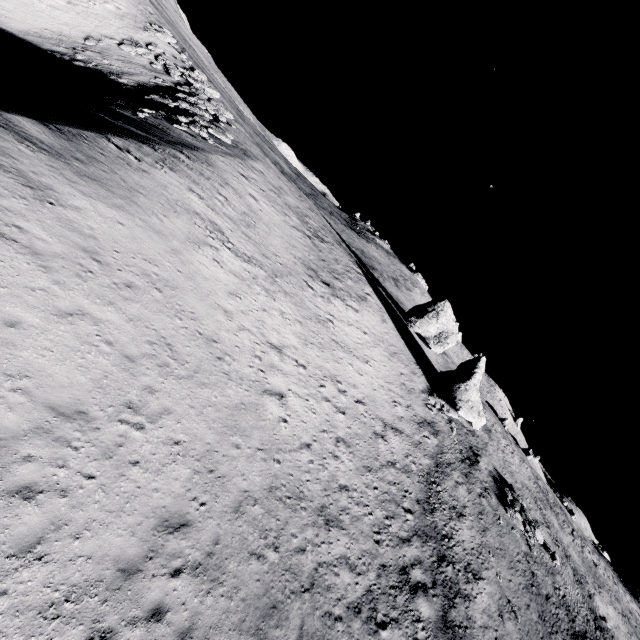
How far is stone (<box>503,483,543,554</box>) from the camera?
26.94m

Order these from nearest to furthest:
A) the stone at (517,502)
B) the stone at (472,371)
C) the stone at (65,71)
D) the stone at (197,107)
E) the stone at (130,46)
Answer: the stone at (517,502), the stone at (65,71), the stone at (197,107), the stone at (472,371), the stone at (130,46)

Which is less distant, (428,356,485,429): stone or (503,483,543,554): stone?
(503,483,543,554): stone

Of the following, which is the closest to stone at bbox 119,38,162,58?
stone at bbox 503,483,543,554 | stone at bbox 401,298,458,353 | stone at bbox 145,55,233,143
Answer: stone at bbox 145,55,233,143

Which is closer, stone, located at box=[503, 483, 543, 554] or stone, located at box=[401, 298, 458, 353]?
stone, located at box=[503, 483, 543, 554]

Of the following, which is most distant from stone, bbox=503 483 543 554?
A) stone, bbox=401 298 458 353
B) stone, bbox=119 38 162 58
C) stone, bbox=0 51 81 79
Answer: stone, bbox=119 38 162 58

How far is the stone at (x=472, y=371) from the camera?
32.97m

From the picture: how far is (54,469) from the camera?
7.4 meters
